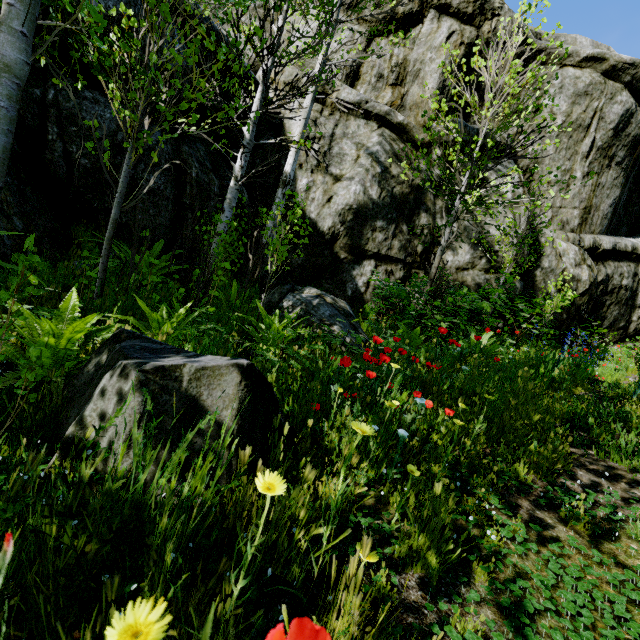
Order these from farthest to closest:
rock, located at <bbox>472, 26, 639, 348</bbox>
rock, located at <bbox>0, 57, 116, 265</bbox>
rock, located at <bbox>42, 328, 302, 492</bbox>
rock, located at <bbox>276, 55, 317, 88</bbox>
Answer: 1. rock, located at <bbox>472, 26, 639, 348</bbox>
2. rock, located at <bbox>276, 55, 317, 88</bbox>
3. rock, located at <bbox>0, 57, 116, 265</bbox>
4. rock, located at <bbox>42, 328, 302, 492</bbox>

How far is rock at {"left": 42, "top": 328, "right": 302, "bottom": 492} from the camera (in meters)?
1.40

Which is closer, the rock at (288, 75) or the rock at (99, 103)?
the rock at (99, 103)

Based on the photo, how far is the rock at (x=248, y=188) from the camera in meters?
7.4

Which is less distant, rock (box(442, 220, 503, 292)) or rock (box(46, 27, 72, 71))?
rock (box(46, 27, 72, 71))

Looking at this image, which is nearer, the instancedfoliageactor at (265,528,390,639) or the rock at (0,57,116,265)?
the instancedfoliageactor at (265,528,390,639)

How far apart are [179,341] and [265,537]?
2.0 meters
